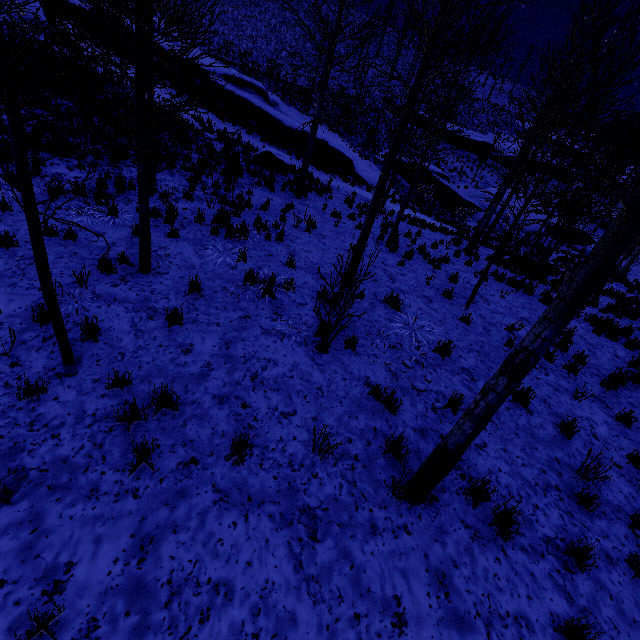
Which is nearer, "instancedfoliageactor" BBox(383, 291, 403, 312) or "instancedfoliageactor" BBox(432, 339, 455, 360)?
"instancedfoliageactor" BBox(432, 339, 455, 360)

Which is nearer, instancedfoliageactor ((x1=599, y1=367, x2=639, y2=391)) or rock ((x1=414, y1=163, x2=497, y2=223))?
instancedfoliageactor ((x1=599, y1=367, x2=639, y2=391))

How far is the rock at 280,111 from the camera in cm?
1938

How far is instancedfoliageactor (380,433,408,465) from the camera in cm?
426

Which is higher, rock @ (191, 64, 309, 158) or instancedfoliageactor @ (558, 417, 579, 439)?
rock @ (191, 64, 309, 158)

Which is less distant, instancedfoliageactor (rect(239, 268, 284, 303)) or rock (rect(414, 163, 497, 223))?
instancedfoliageactor (rect(239, 268, 284, 303))

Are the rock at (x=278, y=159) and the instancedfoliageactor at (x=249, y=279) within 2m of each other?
no

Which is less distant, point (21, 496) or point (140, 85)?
point (21, 496)
